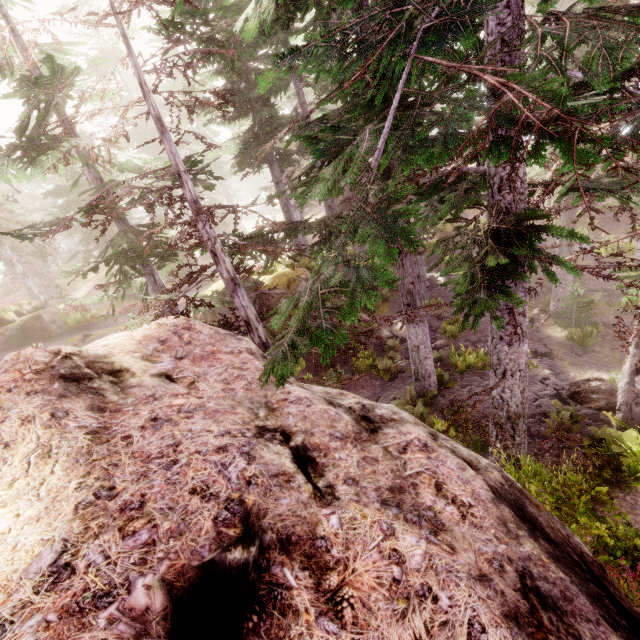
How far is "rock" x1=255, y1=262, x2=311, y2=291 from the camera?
19.2 meters

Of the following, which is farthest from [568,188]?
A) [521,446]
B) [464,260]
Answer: [521,446]

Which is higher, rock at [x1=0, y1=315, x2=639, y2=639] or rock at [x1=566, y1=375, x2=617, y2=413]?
rock at [x1=0, y1=315, x2=639, y2=639]

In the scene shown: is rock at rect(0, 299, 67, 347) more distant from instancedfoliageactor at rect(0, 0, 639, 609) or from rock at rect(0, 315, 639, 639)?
rock at rect(0, 315, 639, 639)

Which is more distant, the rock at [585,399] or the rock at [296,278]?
the rock at [296,278]

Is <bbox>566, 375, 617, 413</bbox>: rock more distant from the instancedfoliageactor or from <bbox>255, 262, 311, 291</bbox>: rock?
<bbox>255, 262, 311, 291</bbox>: rock

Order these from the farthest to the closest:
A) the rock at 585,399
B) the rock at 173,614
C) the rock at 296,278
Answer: the rock at 296,278, the rock at 585,399, the rock at 173,614
